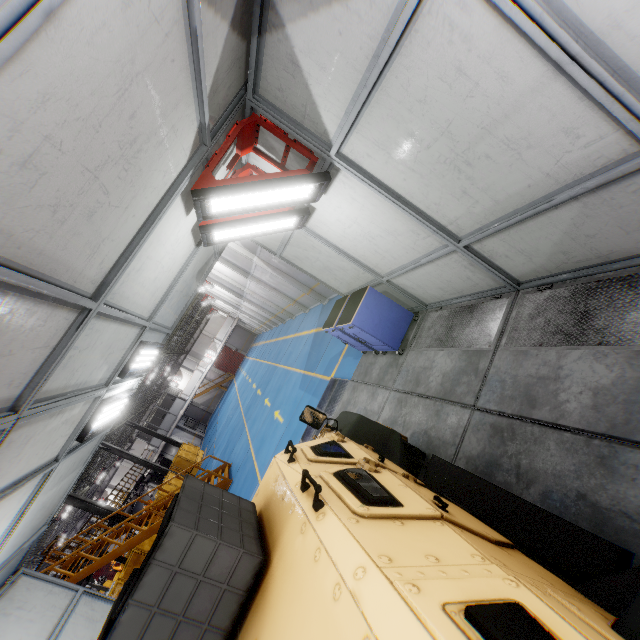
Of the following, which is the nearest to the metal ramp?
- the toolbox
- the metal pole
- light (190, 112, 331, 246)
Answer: the toolbox

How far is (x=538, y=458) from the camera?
2.9m

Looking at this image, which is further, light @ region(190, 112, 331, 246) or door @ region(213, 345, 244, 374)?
door @ region(213, 345, 244, 374)

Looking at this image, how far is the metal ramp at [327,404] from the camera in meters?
7.7 m

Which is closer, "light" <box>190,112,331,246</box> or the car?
the car

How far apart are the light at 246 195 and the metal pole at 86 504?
20.4 meters

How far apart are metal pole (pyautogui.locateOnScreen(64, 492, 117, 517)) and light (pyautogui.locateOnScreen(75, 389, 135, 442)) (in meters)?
16.11

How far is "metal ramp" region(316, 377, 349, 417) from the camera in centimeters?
771cm
